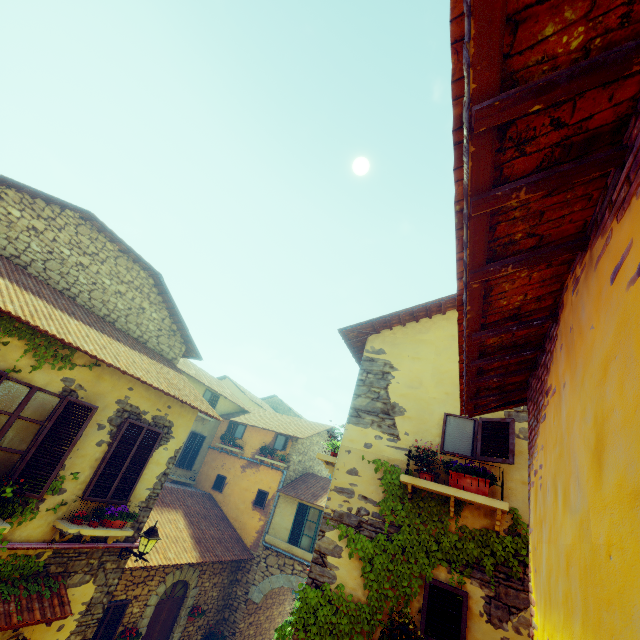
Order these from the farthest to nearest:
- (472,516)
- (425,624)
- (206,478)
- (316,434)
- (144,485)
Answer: (316,434) → (206,478) → (144,485) → (472,516) → (425,624)

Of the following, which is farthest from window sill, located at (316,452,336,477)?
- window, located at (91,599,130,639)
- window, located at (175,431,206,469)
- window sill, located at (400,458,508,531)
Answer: window, located at (175,431,206,469)

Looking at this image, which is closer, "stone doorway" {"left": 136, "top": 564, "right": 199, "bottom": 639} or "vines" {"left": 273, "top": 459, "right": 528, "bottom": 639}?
"vines" {"left": 273, "top": 459, "right": 528, "bottom": 639}

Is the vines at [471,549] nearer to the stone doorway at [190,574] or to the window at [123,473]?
the window at [123,473]

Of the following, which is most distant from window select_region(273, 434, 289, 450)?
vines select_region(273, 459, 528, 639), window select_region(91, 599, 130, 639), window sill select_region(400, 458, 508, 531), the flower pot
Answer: the flower pot

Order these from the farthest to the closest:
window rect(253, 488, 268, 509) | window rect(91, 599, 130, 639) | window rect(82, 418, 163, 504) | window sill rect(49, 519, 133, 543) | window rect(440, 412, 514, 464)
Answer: window rect(253, 488, 268, 509) → window rect(91, 599, 130, 639) → window rect(82, 418, 163, 504) → window sill rect(49, 519, 133, 543) → window rect(440, 412, 514, 464)

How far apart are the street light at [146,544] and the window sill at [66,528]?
0.25m

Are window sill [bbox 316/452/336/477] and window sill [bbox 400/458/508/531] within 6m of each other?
yes
